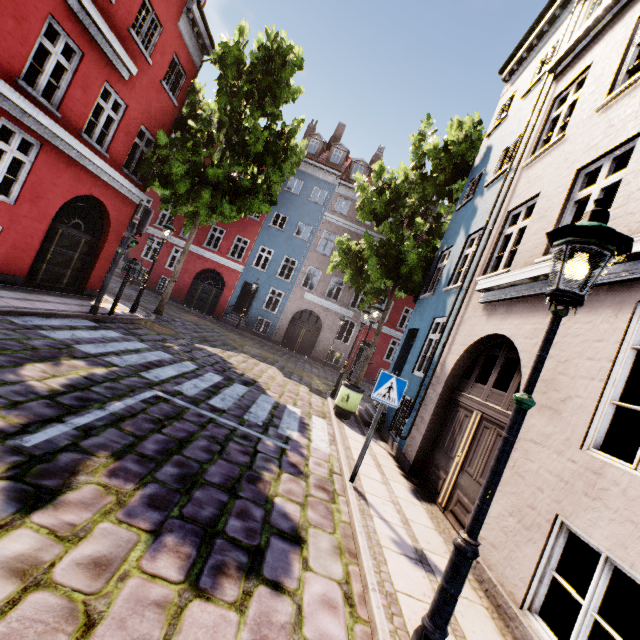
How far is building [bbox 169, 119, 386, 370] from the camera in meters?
24.3

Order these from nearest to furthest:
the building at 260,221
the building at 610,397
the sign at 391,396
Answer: the building at 610,397, the sign at 391,396, the building at 260,221

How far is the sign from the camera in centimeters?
536cm

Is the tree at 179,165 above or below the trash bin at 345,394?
above

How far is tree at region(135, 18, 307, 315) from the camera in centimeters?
1210cm

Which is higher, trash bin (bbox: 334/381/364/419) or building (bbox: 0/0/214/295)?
building (bbox: 0/0/214/295)

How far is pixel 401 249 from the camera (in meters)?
12.13

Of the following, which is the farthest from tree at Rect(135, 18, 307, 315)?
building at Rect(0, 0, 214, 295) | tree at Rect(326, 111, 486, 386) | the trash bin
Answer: the trash bin
